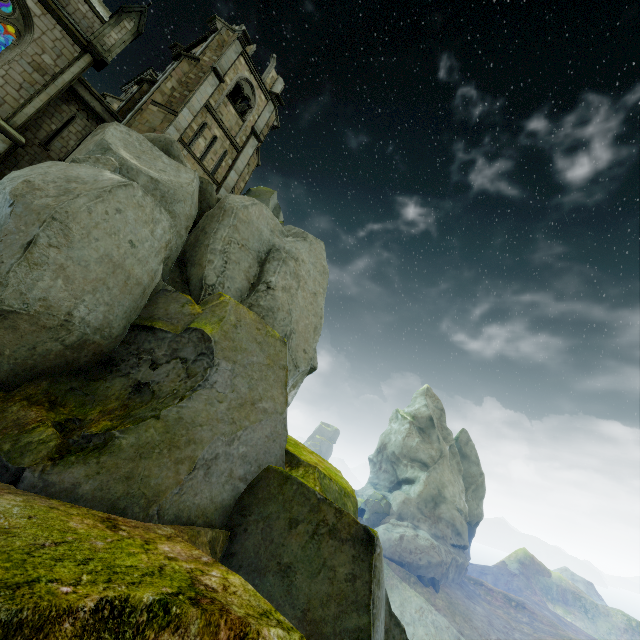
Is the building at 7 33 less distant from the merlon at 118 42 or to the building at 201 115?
the merlon at 118 42

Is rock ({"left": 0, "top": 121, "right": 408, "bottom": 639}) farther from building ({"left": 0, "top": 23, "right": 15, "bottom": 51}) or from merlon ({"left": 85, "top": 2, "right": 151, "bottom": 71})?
merlon ({"left": 85, "top": 2, "right": 151, "bottom": 71})

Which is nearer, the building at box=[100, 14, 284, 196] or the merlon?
the merlon

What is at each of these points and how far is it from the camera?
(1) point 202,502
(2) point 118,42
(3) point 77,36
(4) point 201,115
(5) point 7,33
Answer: (1) rock, 7.43m
(2) merlon, 17.08m
(3) building, 15.52m
(4) building, 19.58m
(5) building, 16.22m

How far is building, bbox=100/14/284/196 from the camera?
17.9m

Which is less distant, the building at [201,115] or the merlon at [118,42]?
the merlon at [118,42]

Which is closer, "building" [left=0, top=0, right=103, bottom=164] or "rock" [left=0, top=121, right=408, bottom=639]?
"rock" [left=0, top=121, right=408, bottom=639]
